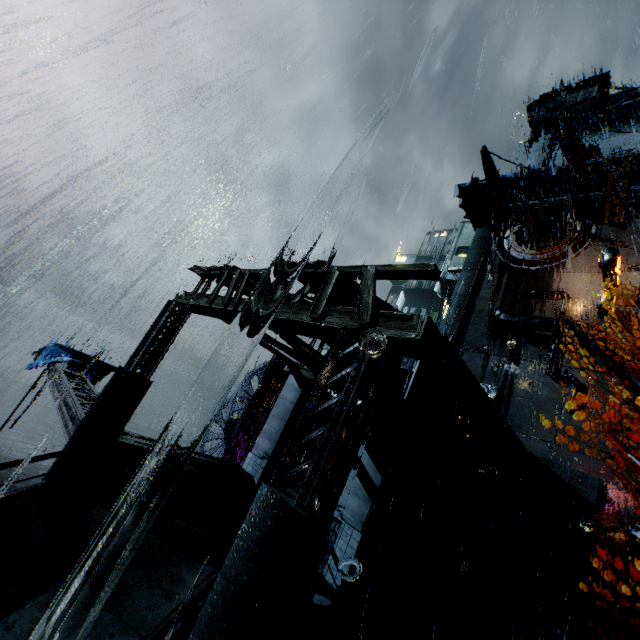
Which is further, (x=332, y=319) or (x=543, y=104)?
(x=543, y=104)

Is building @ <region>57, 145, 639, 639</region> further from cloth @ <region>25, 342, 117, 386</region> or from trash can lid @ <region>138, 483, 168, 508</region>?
cloth @ <region>25, 342, 117, 386</region>

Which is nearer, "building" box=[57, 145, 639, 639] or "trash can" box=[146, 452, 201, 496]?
"building" box=[57, 145, 639, 639]

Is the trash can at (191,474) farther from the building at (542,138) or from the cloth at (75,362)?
the cloth at (75,362)

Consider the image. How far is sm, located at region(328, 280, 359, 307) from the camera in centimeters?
740cm

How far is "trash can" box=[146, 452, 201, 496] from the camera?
9.9 meters

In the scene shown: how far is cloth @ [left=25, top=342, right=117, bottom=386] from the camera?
16.44m

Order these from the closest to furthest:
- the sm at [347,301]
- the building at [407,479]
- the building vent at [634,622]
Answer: →
1. the building at [407,479]
2. the sm at [347,301]
3. the building vent at [634,622]
